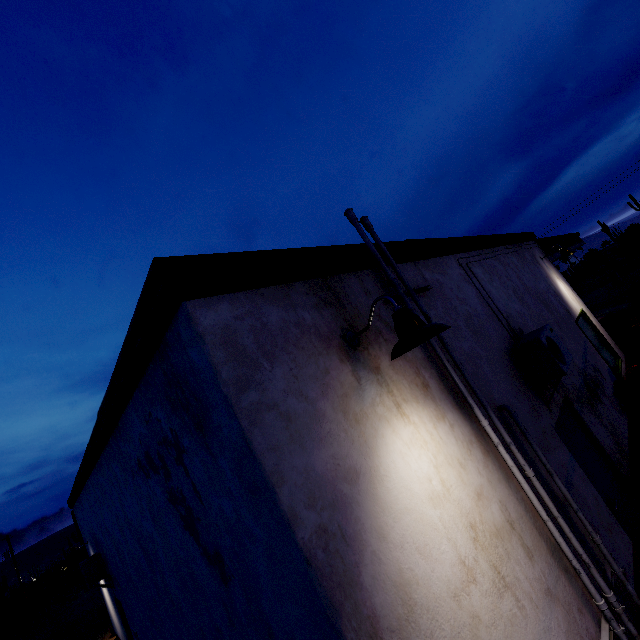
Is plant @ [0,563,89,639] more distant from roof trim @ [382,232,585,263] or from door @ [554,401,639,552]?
door @ [554,401,639,552]

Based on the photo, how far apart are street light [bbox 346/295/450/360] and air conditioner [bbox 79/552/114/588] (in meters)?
9.07

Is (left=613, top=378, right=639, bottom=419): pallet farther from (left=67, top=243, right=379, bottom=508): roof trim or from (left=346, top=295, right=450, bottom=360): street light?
(left=346, top=295, right=450, bottom=360): street light

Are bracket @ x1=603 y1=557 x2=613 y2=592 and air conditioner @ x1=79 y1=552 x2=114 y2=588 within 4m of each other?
no

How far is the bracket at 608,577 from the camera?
2.89m

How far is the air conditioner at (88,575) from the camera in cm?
722

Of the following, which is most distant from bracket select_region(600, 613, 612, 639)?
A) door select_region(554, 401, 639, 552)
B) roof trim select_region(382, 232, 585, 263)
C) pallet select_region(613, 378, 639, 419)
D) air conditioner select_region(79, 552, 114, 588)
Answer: air conditioner select_region(79, 552, 114, 588)

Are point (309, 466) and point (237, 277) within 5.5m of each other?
yes
